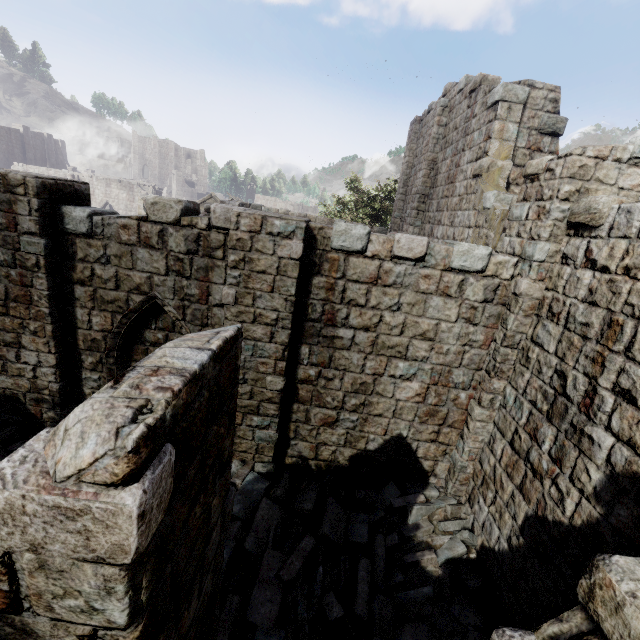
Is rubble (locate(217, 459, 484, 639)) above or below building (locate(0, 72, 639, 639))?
below

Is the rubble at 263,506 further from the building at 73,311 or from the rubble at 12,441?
the rubble at 12,441

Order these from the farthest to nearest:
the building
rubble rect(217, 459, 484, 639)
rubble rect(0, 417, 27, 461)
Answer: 1. rubble rect(0, 417, 27, 461)
2. rubble rect(217, 459, 484, 639)
3. the building

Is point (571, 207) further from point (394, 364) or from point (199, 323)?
point (199, 323)

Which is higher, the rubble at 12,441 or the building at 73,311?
the building at 73,311

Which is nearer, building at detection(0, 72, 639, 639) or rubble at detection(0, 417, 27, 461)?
building at detection(0, 72, 639, 639)

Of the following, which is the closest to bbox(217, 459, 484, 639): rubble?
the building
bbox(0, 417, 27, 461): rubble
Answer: the building
